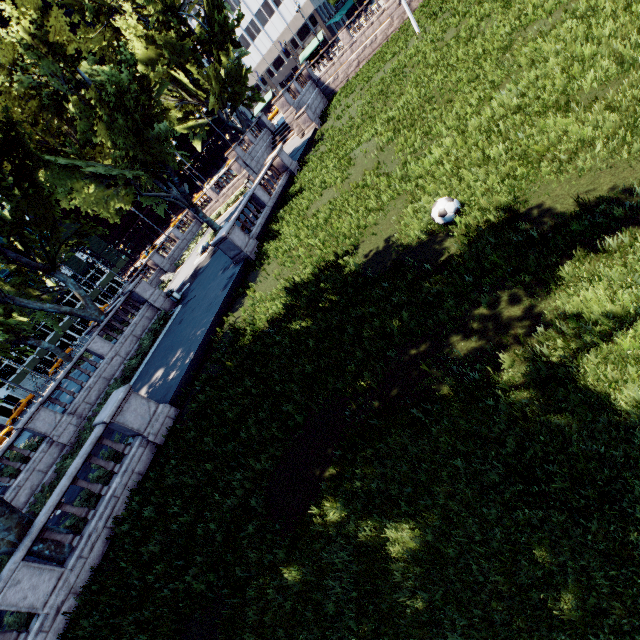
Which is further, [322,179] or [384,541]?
[322,179]

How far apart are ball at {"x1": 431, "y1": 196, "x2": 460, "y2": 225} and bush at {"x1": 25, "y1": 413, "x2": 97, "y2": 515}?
18.96m

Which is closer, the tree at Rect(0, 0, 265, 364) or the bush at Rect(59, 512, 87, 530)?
the bush at Rect(59, 512, 87, 530)

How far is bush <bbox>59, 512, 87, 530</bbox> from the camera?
10.59m

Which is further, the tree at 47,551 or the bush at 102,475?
the bush at 102,475

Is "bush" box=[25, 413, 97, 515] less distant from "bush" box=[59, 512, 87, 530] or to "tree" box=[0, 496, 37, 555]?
"tree" box=[0, 496, 37, 555]

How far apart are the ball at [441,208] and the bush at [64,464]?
19.0m

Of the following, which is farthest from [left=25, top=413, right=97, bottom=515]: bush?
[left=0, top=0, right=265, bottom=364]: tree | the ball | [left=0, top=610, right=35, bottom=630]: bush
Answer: the ball
